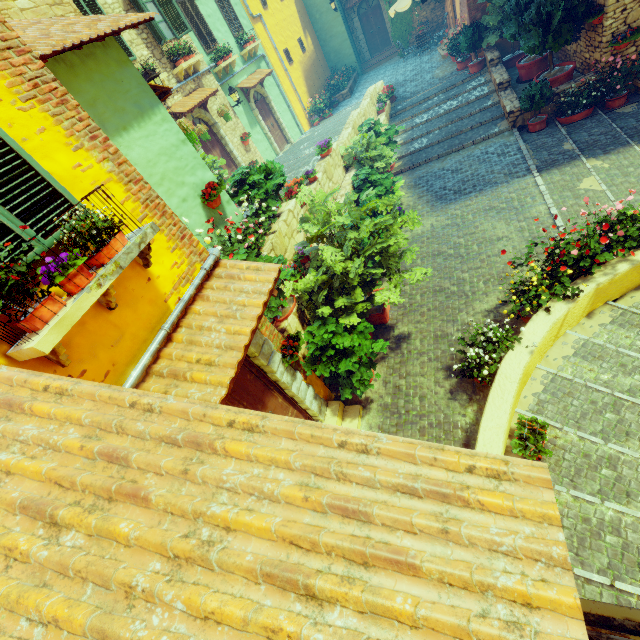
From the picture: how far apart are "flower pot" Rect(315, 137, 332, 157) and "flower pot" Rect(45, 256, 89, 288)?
7.92m

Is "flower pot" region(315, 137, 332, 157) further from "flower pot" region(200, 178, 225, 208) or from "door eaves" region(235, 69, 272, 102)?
"door eaves" region(235, 69, 272, 102)

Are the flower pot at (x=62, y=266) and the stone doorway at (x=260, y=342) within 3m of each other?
yes

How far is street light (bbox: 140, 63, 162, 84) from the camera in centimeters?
753cm

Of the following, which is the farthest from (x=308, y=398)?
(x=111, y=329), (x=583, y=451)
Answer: (x=583, y=451)

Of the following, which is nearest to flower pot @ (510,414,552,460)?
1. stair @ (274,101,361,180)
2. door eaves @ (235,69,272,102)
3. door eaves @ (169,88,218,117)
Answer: stair @ (274,101,361,180)

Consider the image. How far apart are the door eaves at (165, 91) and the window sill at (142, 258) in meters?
3.8 m

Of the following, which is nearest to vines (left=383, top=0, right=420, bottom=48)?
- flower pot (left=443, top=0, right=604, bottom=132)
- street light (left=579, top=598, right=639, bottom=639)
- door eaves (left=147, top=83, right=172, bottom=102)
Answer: flower pot (left=443, top=0, right=604, bottom=132)
